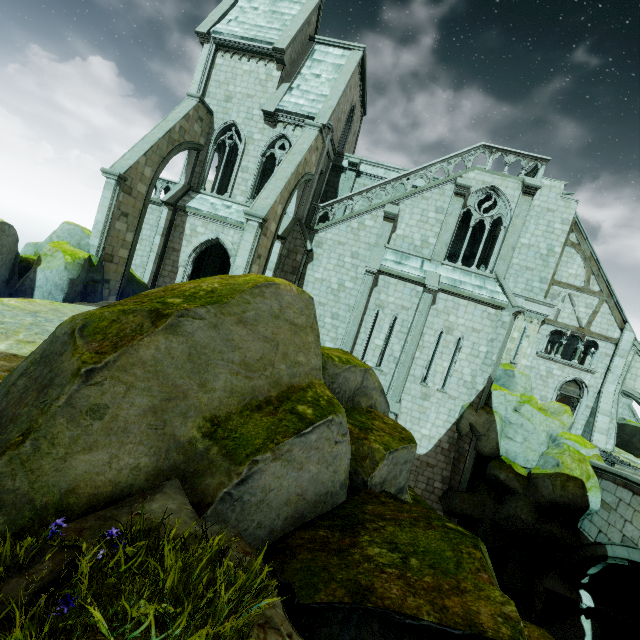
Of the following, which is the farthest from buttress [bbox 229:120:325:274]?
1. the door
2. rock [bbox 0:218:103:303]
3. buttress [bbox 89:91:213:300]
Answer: the door

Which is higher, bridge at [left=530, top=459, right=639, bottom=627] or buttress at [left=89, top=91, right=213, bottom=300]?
buttress at [left=89, top=91, right=213, bottom=300]

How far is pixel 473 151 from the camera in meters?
17.1 m

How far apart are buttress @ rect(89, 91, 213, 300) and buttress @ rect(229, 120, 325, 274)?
5.9 meters

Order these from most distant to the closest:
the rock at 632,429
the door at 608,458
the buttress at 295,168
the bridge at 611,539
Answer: the rock at 632,429 < the door at 608,458 < the buttress at 295,168 < the bridge at 611,539

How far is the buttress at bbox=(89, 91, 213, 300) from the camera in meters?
14.4 m

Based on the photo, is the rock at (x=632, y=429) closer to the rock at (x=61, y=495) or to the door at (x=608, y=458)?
the door at (x=608, y=458)

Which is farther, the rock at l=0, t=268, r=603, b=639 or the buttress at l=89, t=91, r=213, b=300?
the buttress at l=89, t=91, r=213, b=300
